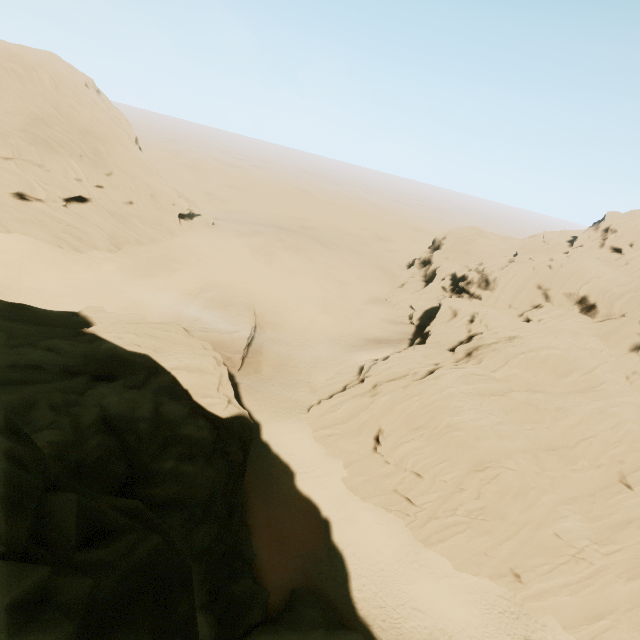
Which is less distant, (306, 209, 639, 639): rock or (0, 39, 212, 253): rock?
(306, 209, 639, 639): rock

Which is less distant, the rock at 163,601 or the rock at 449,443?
the rock at 163,601

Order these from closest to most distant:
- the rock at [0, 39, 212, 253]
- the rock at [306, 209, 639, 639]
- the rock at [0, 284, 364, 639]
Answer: the rock at [0, 284, 364, 639] → the rock at [306, 209, 639, 639] → the rock at [0, 39, 212, 253]

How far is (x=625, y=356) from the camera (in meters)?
36.69
